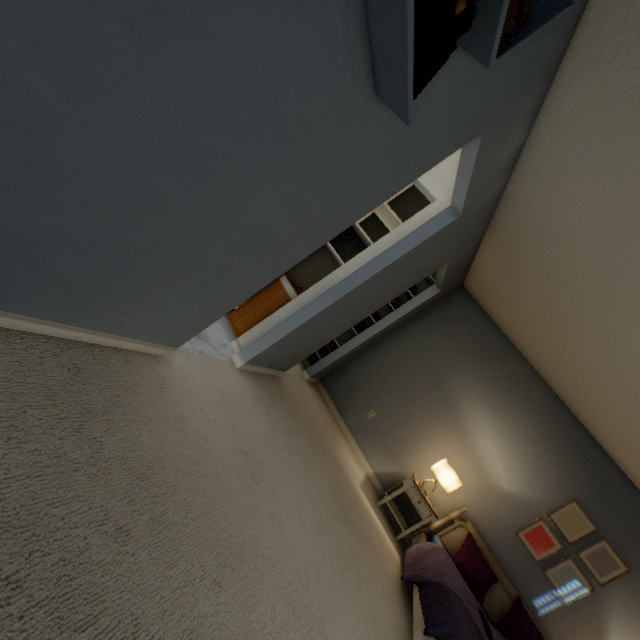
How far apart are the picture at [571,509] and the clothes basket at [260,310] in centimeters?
364cm

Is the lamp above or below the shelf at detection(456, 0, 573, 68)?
below

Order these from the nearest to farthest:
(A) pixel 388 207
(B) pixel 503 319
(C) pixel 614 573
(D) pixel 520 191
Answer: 1. (D) pixel 520 191
2. (A) pixel 388 207
3. (C) pixel 614 573
4. (B) pixel 503 319

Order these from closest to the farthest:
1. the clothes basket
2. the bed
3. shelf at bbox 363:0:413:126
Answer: shelf at bbox 363:0:413:126, the bed, the clothes basket

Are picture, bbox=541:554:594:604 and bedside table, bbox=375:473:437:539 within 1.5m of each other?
yes

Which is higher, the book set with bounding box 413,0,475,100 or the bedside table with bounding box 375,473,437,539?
the book set with bounding box 413,0,475,100

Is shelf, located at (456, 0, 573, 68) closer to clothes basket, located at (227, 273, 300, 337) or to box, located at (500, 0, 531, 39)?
box, located at (500, 0, 531, 39)

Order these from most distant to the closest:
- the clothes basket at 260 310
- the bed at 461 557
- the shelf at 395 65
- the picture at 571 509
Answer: the picture at 571 509 → the clothes basket at 260 310 → the bed at 461 557 → the shelf at 395 65
